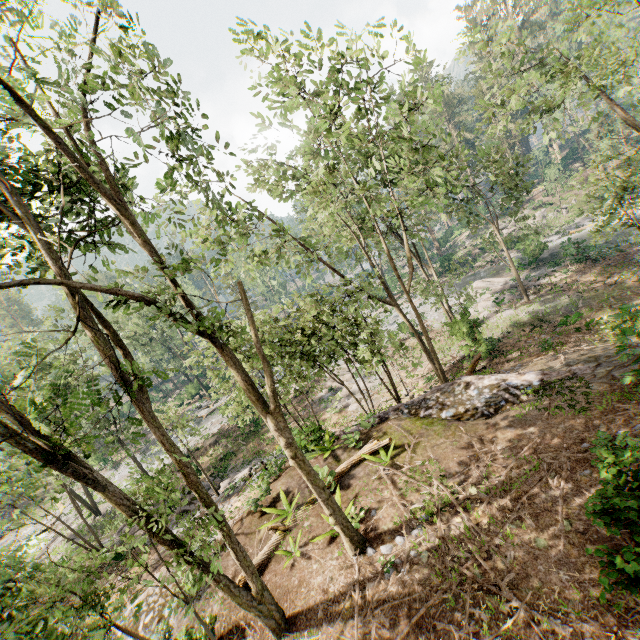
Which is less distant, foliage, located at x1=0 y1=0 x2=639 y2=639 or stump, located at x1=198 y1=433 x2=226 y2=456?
foliage, located at x1=0 y1=0 x2=639 y2=639

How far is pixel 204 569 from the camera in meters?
7.1 m

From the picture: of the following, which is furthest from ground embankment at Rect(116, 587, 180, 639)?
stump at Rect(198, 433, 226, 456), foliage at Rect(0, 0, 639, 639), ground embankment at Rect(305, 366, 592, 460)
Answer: stump at Rect(198, 433, 226, 456)

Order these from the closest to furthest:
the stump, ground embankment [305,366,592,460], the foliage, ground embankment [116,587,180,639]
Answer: the foliage < ground embankment [116,587,180,639] < ground embankment [305,366,592,460] < the stump

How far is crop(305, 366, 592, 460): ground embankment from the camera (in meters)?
11.83

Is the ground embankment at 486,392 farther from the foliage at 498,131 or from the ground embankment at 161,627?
the ground embankment at 161,627

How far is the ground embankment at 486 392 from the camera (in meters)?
11.83

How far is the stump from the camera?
30.02m
